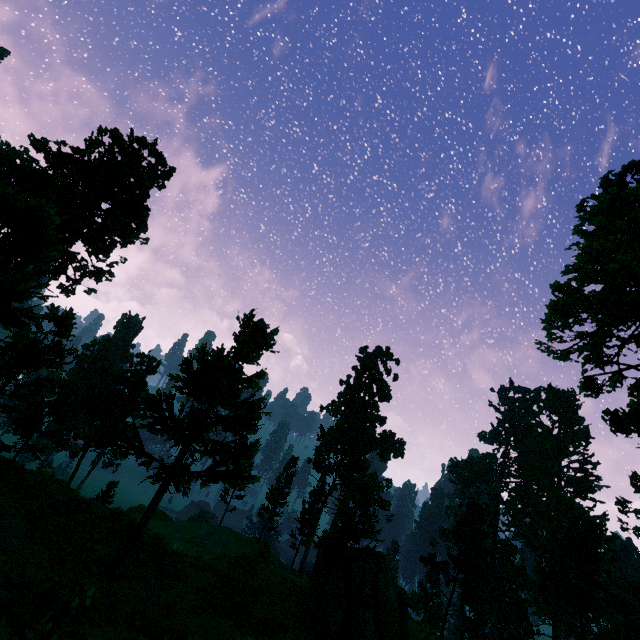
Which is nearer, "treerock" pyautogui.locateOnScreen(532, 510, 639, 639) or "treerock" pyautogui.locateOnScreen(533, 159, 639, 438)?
"treerock" pyautogui.locateOnScreen(533, 159, 639, 438)

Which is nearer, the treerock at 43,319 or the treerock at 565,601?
the treerock at 43,319

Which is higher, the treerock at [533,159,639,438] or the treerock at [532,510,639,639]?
the treerock at [533,159,639,438]

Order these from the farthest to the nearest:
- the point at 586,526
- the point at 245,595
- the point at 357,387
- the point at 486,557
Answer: the point at 357,387 → the point at 586,526 → the point at 486,557 → the point at 245,595

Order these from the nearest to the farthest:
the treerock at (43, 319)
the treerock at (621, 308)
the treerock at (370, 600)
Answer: the treerock at (43, 319) → the treerock at (370, 600) → the treerock at (621, 308)
